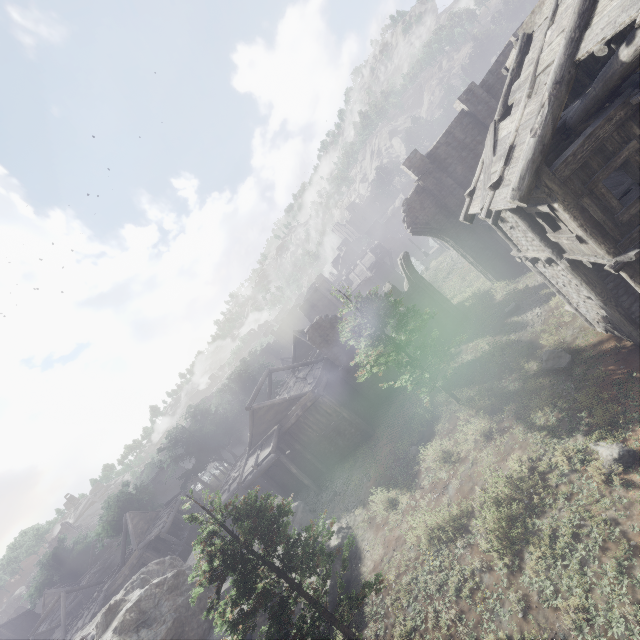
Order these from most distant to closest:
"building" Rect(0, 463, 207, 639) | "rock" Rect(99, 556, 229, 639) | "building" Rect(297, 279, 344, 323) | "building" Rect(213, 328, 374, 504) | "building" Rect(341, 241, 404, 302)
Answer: "building" Rect(297, 279, 344, 323)
"building" Rect(341, 241, 404, 302)
"building" Rect(0, 463, 207, 639)
"building" Rect(213, 328, 374, 504)
"rock" Rect(99, 556, 229, 639)

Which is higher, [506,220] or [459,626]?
[506,220]

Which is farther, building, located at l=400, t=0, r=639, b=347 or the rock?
the rock

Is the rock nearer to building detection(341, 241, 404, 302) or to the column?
building detection(341, 241, 404, 302)

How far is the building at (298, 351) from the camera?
23.22m

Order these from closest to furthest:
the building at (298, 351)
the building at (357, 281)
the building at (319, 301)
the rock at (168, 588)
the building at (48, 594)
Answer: the rock at (168, 588) → the building at (298, 351) → the building at (48, 594) → the building at (357, 281) → the building at (319, 301)

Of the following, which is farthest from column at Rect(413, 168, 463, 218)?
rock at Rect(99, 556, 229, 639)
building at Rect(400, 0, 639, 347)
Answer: rock at Rect(99, 556, 229, 639)
